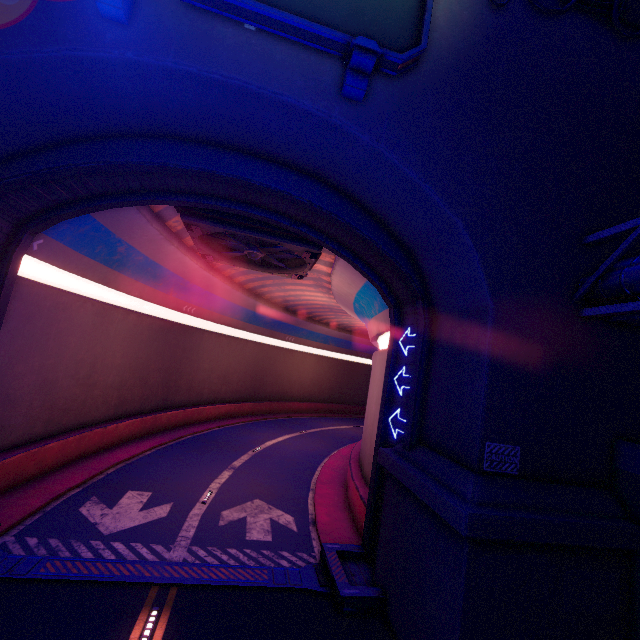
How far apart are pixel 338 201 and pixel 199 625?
11.6 meters

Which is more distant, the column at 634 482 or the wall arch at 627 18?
the wall arch at 627 18

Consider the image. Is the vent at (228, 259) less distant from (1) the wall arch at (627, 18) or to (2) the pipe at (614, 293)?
(1) the wall arch at (627, 18)

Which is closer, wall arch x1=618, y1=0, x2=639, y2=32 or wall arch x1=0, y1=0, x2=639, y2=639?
wall arch x1=0, y1=0, x2=639, y2=639

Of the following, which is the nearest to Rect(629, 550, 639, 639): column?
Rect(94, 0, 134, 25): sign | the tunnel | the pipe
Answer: the pipe

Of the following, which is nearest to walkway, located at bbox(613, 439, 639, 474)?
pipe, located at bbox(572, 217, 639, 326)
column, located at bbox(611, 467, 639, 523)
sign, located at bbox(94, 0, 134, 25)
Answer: column, located at bbox(611, 467, 639, 523)

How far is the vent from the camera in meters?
12.0

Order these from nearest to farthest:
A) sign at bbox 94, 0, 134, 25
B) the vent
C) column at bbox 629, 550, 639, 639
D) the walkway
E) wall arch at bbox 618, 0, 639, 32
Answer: sign at bbox 94, 0, 134, 25 < column at bbox 629, 550, 639, 639 < the walkway < wall arch at bbox 618, 0, 639, 32 < the vent
